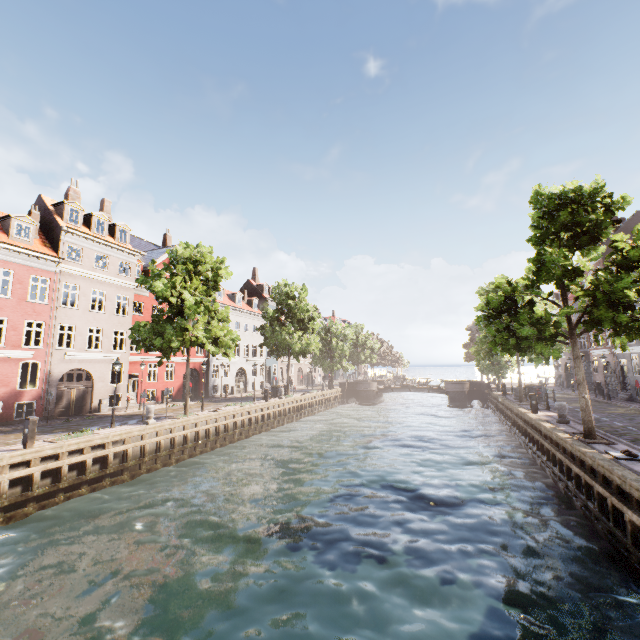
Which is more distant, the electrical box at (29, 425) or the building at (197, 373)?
the building at (197, 373)

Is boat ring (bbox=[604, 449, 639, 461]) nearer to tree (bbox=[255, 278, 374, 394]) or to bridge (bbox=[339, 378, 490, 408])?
tree (bbox=[255, 278, 374, 394])

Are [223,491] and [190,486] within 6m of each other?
yes

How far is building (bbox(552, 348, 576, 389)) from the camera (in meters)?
39.91

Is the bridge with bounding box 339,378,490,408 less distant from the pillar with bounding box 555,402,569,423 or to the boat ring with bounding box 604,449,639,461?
the pillar with bounding box 555,402,569,423

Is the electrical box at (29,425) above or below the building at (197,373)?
below

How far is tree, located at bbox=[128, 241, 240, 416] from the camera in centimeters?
1948cm

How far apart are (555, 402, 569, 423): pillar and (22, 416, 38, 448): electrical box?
24.71m
